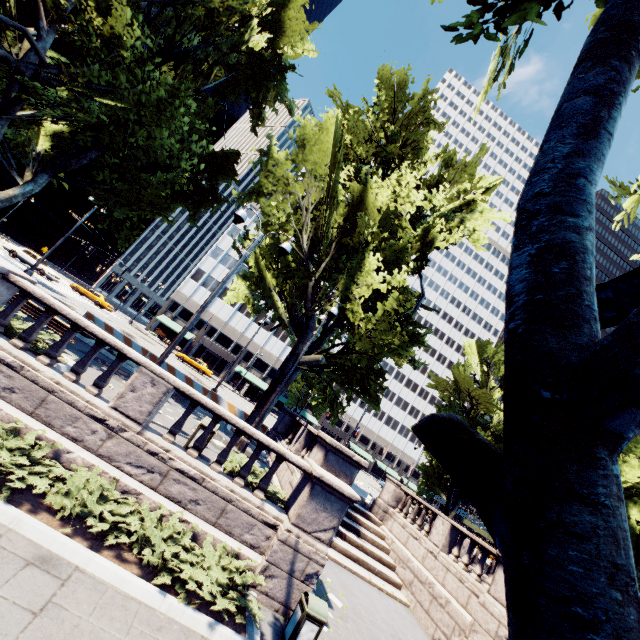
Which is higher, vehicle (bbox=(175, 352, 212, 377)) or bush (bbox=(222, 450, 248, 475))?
vehicle (bbox=(175, 352, 212, 377))

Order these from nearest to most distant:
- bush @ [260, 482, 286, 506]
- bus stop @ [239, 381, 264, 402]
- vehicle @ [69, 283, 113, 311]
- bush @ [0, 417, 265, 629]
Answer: bush @ [0, 417, 265, 629] → bush @ [260, 482, 286, 506] → vehicle @ [69, 283, 113, 311] → bus stop @ [239, 381, 264, 402]

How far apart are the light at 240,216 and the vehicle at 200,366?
32.4 meters

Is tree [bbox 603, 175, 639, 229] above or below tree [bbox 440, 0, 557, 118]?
above

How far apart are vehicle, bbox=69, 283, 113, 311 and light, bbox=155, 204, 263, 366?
36.0 meters

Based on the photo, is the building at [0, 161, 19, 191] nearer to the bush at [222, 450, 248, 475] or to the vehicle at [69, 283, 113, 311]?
the vehicle at [69, 283, 113, 311]

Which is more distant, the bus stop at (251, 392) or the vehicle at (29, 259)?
the bus stop at (251, 392)

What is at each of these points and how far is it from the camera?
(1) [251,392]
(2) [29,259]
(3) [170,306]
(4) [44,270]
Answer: (1) bus stop, 52.94m
(2) vehicle, 30.95m
(3) building, 58.03m
(4) vehicle, 31.16m
